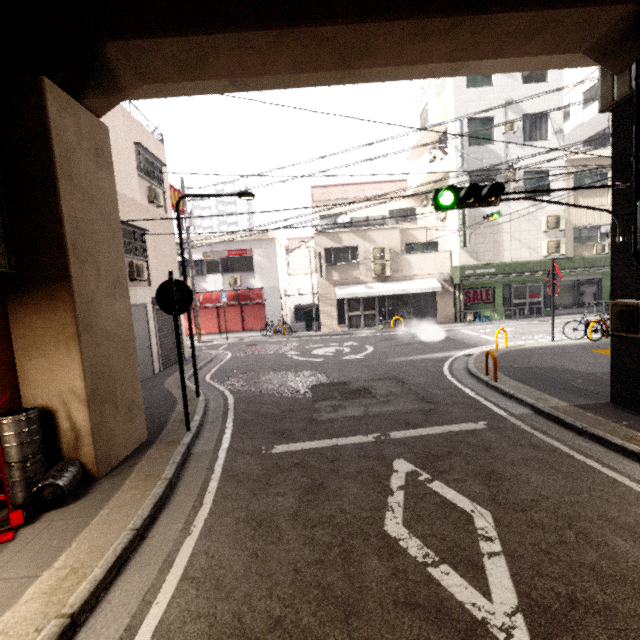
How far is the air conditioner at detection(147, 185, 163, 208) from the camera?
11.8 meters

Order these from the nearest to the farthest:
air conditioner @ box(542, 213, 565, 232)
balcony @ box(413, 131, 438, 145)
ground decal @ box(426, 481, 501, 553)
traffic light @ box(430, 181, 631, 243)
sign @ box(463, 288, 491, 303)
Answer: ground decal @ box(426, 481, 501, 553)
traffic light @ box(430, 181, 631, 243)
air conditioner @ box(542, 213, 565, 232)
balcony @ box(413, 131, 438, 145)
sign @ box(463, 288, 491, 303)

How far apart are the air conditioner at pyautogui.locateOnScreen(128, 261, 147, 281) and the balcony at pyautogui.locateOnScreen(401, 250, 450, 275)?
13.4 meters

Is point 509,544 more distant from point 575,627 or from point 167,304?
point 167,304

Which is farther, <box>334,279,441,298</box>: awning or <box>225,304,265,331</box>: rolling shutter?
<box>225,304,265,331</box>: rolling shutter

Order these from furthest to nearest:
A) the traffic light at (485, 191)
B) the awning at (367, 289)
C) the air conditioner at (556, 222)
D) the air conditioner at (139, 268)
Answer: the awning at (367, 289) → the air conditioner at (556, 222) → the air conditioner at (139, 268) → the traffic light at (485, 191)

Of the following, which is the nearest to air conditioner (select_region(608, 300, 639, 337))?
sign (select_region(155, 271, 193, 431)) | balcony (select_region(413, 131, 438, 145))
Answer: sign (select_region(155, 271, 193, 431))

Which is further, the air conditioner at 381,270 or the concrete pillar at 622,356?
the air conditioner at 381,270
